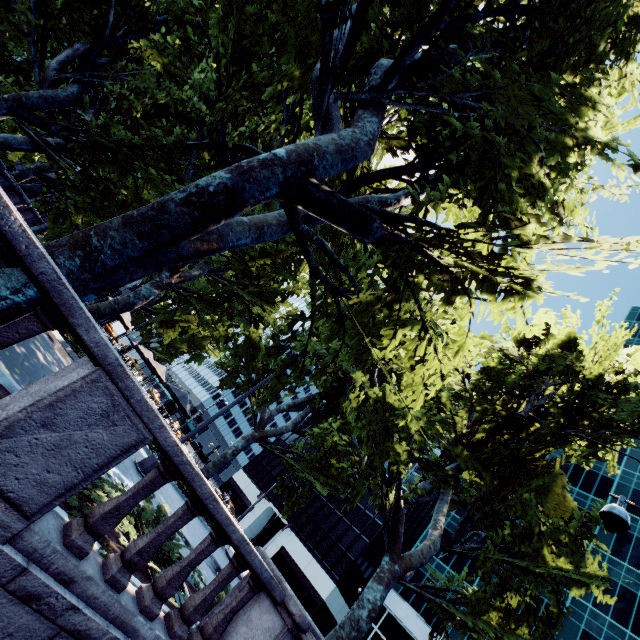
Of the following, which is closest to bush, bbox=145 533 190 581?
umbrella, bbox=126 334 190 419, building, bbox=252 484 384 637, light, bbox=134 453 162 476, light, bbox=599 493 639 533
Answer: light, bbox=134 453 162 476

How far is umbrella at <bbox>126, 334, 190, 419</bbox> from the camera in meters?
20.0 m

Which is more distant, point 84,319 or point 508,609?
point 508,609

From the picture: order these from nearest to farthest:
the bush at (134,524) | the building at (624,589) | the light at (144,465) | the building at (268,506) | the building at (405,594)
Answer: the bush at (134,524), the light at (144,465), the building at (624,589), the building at (405,594), the building at (268,506)

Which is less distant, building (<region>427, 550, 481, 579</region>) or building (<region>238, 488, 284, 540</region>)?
building (<region>427, 550, 481, 579</region>)

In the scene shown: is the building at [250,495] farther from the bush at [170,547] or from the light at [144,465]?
the bush at [170,547]

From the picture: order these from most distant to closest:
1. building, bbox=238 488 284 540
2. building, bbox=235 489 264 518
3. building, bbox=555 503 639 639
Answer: building, bbox=235 489 264 518, building, bbox=238 488 284 540, building, bbox=555 503 639 639

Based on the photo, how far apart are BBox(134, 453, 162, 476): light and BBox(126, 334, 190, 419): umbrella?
14.6 meters
